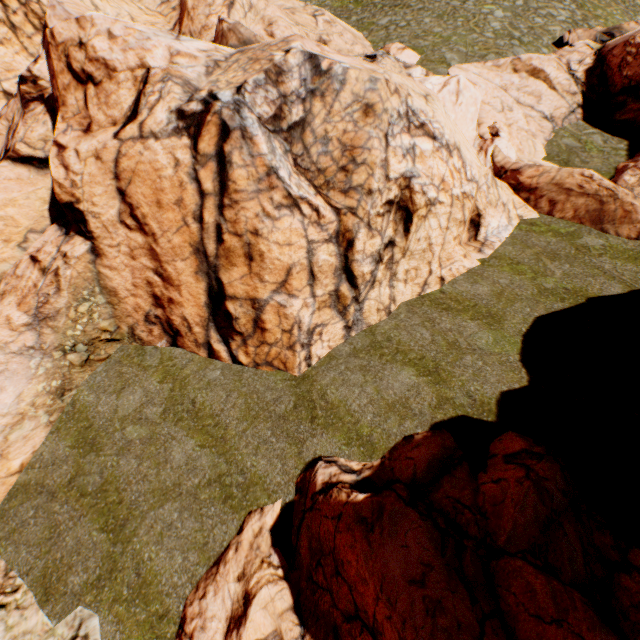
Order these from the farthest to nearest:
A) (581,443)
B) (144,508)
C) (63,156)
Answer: (63,156) < (144,508) < (581,443)

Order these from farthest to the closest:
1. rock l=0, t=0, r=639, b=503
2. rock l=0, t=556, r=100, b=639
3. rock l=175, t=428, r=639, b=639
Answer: rock l=0, t=0, r=639, b=503 → rock l=0, t=556, r=100, b=639 → rock l=175, t=428, r=639, b=639

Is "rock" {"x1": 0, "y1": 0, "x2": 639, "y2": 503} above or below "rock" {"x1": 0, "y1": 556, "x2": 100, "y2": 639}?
above

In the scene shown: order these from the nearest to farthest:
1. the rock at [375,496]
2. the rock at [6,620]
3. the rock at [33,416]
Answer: the rock at [375,496] < the rock at [6,620] < the rock at [33,416]

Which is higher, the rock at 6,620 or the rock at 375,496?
the rock at 375,496

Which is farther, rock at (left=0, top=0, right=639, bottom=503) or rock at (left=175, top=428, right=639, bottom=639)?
rock at (left=0, top=0, right=639, bottom=503)
